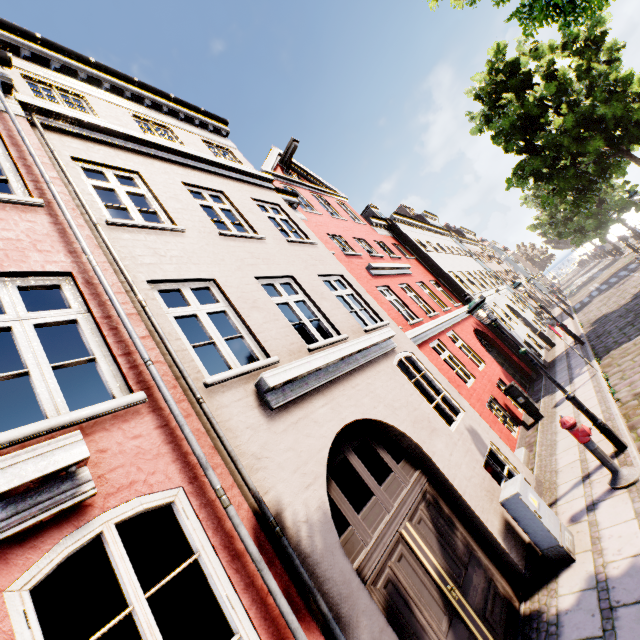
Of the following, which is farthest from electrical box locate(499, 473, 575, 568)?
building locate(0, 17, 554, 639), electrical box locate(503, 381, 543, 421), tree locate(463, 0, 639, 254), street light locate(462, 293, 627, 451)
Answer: tree locate(463, 0, 639, 254)

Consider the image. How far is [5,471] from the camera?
2.04m

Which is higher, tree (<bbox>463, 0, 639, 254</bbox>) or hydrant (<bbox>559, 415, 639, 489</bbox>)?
tree (<bbox>463, 0, 639, 254</bbox>)

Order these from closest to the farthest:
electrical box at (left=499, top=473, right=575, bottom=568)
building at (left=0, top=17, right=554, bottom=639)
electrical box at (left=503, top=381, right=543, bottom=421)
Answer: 1. building at (left=0, top=17, right=554, bottom=639)
2. electrical box at (left=499, top=473, right=575, bottom=568)
3. electrical box at (left=503, top=381, right=543, bottom=421)

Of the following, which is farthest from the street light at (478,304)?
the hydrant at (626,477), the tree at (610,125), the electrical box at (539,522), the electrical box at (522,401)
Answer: the tree at (610,125)

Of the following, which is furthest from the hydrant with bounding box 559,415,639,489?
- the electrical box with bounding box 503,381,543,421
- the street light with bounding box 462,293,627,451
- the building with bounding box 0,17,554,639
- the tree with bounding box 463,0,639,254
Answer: the tree with bounding box 463,0,639,254

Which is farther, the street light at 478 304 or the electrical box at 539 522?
the street light at 478 304

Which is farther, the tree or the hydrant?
the tree
